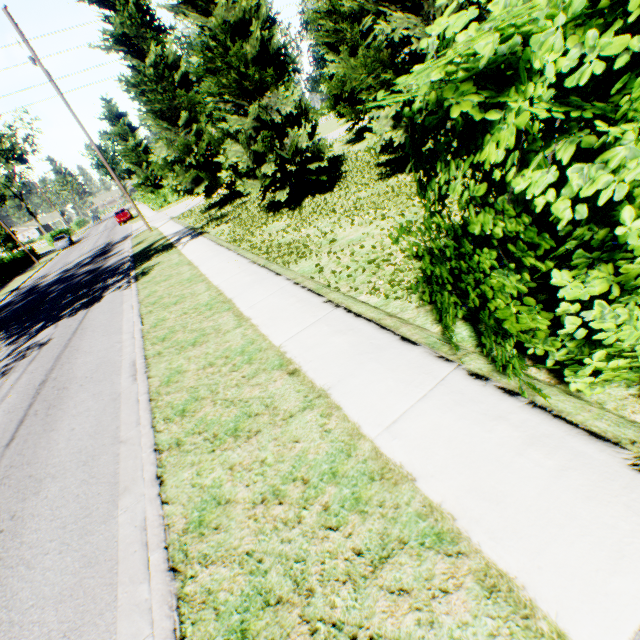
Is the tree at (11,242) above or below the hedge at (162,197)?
above

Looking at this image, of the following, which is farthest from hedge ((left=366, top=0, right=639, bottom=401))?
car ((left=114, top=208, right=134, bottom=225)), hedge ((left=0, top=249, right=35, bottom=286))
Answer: hedge ((left=0, top=249, right=35, bottom=286))

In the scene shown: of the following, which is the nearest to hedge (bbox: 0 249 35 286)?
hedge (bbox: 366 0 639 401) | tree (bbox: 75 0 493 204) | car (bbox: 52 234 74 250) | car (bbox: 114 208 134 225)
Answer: car (bbox: 52 234 74 250)

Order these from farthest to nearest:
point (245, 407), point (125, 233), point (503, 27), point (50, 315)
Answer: point (125, 233) → point (50, 315) → point (245, 407) → point (503, 27)

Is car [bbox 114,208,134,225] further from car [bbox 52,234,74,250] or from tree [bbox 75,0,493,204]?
car [bbox 52,234,74,250]

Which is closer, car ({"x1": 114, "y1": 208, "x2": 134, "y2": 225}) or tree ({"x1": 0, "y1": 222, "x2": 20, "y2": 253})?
car ({"x1": 114, "y1": 208, "x2": 134, "y2": 225})

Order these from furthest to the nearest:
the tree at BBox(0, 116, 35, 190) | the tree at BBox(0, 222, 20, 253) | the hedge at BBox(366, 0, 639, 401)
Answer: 1. the tree at BBox(0, 116, 35, 190)
2. the tree at BBox(0, 222, 20, 253)
3. the hedge at BBox(366, 0, 639, 401)

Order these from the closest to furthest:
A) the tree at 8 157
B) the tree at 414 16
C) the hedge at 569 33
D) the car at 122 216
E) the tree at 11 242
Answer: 1. the hedge at 569 33
2. the tree at 414 16
3. the car at 122 216
4. the tree at 11 242
5. the tree at 8 157
